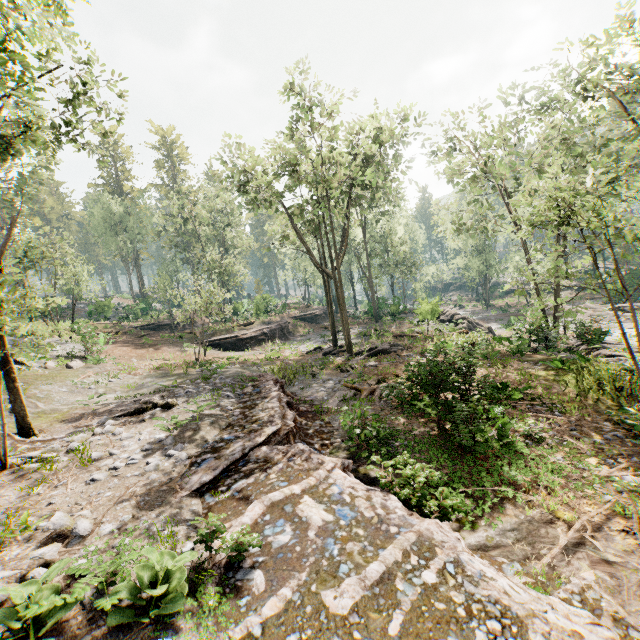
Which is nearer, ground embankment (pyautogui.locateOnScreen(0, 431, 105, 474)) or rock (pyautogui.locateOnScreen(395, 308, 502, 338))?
ground embankment (pyautogui.locateOnScreen(0, 431, 105, 474))

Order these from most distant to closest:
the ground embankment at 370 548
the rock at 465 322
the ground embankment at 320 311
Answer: the ground embankment at 320 311 < the rock at 465 322 < the ground embankment at 370 548

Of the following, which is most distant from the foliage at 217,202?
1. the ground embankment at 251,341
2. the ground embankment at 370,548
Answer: the ground embankment at 251,341

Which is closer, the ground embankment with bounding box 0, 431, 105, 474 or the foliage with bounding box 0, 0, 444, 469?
the ground embankment with bounding box 0, 431, 105, 474

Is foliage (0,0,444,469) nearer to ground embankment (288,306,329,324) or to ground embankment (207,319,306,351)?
ground embankment (288,306,329,324)

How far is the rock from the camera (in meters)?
26.36

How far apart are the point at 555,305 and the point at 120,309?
57.62m
